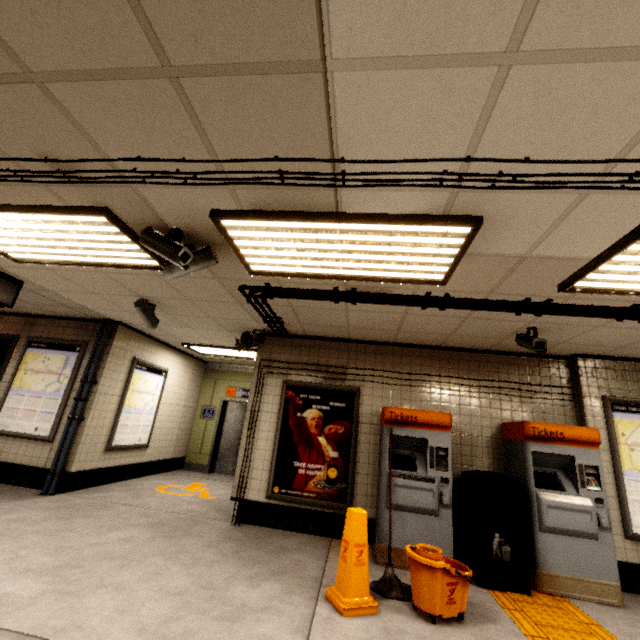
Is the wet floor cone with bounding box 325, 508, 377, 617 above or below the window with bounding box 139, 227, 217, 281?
below

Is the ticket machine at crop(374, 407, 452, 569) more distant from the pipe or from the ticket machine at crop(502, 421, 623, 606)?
the pipe

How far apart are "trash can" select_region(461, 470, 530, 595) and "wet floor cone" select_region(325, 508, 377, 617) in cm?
152

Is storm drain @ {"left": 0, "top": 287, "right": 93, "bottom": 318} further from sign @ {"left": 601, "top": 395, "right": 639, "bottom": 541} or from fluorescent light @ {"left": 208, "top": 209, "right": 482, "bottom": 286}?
sign @ {"left": 601, "top": 395, "right": 639, "bottom": 541}

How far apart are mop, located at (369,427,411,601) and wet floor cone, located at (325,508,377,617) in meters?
0.2 m

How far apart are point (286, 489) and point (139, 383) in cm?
405

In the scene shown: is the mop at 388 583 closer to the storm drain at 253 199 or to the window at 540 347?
the storm drain at 253 199

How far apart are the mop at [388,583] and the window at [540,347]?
2.0m
